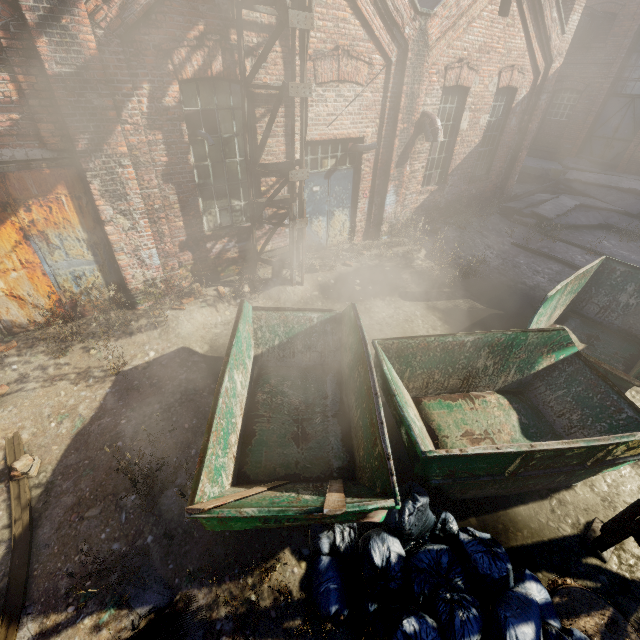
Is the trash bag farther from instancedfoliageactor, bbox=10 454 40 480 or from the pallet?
instancedfoliageactor, bbox=10 454 40 480

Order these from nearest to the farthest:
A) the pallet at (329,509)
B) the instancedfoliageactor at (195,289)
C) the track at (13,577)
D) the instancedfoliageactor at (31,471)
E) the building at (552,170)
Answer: the pallet at (329,509) → the track at (13,577) → the instancedfoliageactor at (31,471) → the instancedfoliageactor at (195,289) → the building at (552,170)

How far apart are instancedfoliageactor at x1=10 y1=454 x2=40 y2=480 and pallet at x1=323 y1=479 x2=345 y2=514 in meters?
3.7

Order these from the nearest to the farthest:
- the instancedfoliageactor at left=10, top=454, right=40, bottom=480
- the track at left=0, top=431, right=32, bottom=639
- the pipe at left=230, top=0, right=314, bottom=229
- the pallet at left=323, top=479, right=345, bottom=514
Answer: the pallet at left=323, top=479, right=345, bottom=514 → the track at left=0, top=431, right=32, bottom=639 → the instancedfoliageactor at left=10, top=454, right=40, bottom=480 → the pipe at left=230, top=0, right=314, bottom=229

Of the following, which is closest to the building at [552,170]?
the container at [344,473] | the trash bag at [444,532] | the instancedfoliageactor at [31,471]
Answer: the container at [344,473]

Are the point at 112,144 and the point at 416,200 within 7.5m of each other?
no

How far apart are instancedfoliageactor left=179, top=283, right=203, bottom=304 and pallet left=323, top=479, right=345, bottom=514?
4.58m

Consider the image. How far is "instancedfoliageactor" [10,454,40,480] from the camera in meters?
4.0 m
